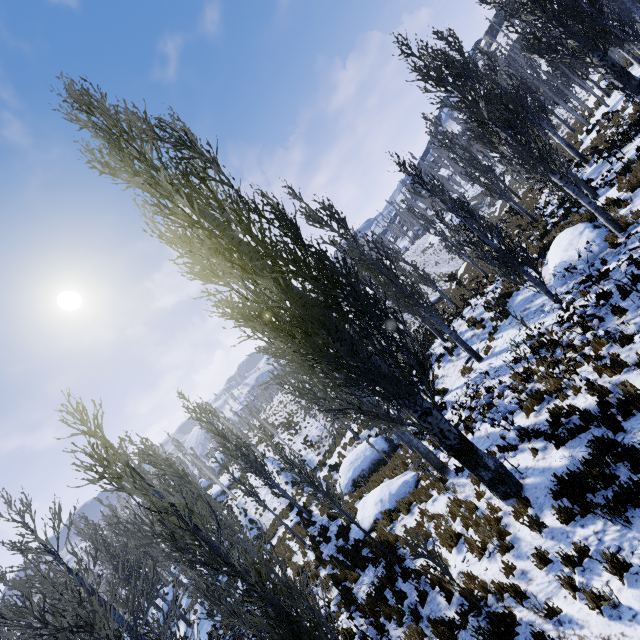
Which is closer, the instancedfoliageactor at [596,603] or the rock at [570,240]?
the instancedfoliageactor at [596,603]

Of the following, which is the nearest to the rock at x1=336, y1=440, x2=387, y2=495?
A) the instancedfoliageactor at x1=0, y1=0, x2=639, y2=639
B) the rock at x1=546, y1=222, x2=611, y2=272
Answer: the instancedfoliageactor at x1=0, y1=0, x2=639, y2=639

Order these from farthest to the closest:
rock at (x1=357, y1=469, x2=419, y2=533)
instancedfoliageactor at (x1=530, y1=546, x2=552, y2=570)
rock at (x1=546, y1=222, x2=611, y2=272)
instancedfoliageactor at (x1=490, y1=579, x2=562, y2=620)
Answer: rock at (x1=546, y1=222, x2=611, y2=272)
rock at (x1=357, y1=469, x2=419, y2=533)
instancedfoliageactor at (x1=530, y1=546, x2=552, y2=570)
instancedfoliageactor at (x1=490, y1=579, x2=562, y2=620)

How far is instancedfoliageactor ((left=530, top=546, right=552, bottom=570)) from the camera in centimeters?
543cm

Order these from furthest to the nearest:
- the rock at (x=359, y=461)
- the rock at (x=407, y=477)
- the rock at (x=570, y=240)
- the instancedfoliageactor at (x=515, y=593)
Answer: the rock at (x=359, y=461), the rock at (x=570, y=240), the rock at (x=407, y=477), the instancedfoliageactor at (x=515, y=593)

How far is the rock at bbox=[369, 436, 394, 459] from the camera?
17.3 meters

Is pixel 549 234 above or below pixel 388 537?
above

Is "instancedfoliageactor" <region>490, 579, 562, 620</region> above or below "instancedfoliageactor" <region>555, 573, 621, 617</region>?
below
